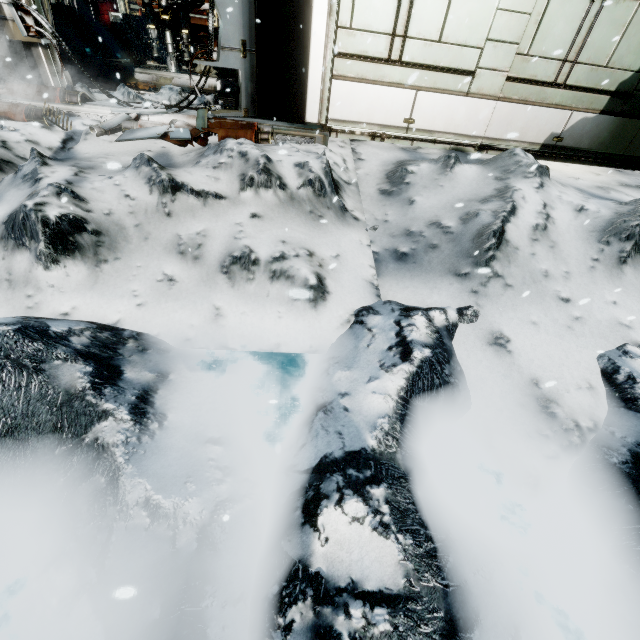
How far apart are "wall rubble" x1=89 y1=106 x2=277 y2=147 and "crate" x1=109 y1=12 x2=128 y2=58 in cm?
1084

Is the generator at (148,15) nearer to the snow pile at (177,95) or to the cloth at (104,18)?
the cloth at (104,18)

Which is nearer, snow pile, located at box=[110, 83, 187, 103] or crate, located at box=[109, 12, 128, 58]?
snow pile, located at box=[110, 83, 187, 103]

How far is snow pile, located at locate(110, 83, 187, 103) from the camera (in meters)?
6.72

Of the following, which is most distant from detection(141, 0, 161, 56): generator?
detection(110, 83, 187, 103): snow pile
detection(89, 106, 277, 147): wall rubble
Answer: detection(89, 106, 277, 147): wall rubble

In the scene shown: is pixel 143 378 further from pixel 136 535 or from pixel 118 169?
pixel 118 169

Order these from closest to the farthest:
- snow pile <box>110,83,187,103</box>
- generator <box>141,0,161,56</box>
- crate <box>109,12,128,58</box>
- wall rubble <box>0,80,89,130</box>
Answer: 1. wall rubble <box>0,80,89,130</box>
2. snow pile <box>110,83,187,103</box>
3. generator <box>141,0,161,56</box>
4. crate <box>109,12,128,58</box>

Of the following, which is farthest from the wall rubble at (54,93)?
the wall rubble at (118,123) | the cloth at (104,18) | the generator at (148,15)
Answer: the cloth at (104,18)
